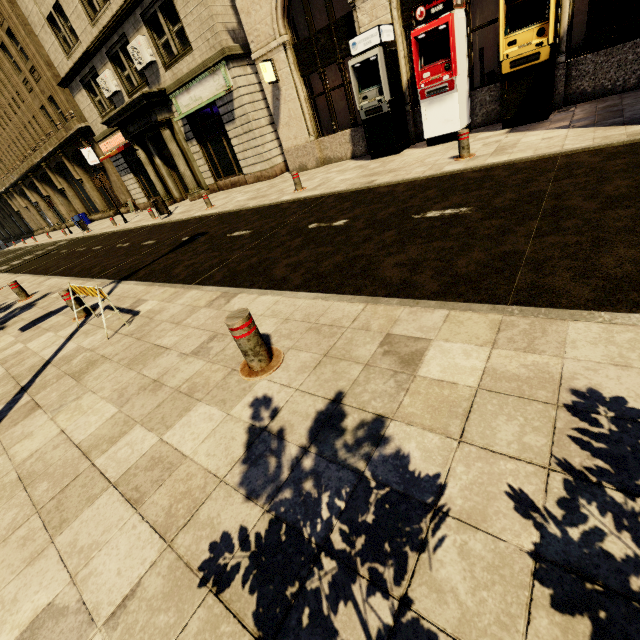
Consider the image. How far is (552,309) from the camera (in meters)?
2.46

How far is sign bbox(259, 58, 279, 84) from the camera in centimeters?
1142cm

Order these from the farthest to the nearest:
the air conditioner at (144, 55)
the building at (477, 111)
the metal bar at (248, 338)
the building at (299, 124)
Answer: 1. the air conditioner at (144, 55)
2. the building at (299, 124)
3. the building at (477, 111)
4. the metal bar at (248, 338)

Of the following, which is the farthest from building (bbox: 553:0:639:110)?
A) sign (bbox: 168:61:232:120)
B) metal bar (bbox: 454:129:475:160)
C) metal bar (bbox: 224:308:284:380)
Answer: metal bar (bbox: 224:308:284:380)

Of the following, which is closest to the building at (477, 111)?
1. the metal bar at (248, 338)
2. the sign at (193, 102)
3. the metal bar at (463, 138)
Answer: the sign at (193, 102)

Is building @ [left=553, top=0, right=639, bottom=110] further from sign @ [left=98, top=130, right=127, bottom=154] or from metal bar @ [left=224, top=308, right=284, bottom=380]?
metal bar @ [left=224, top=308, right=284, bottom=380]

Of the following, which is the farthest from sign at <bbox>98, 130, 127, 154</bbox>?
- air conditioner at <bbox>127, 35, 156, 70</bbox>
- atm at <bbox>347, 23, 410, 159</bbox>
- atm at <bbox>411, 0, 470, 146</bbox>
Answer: atm at <bbox>411, 0, 470, 146</bbox>

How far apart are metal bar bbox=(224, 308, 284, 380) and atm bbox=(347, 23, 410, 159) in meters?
9.3 m
